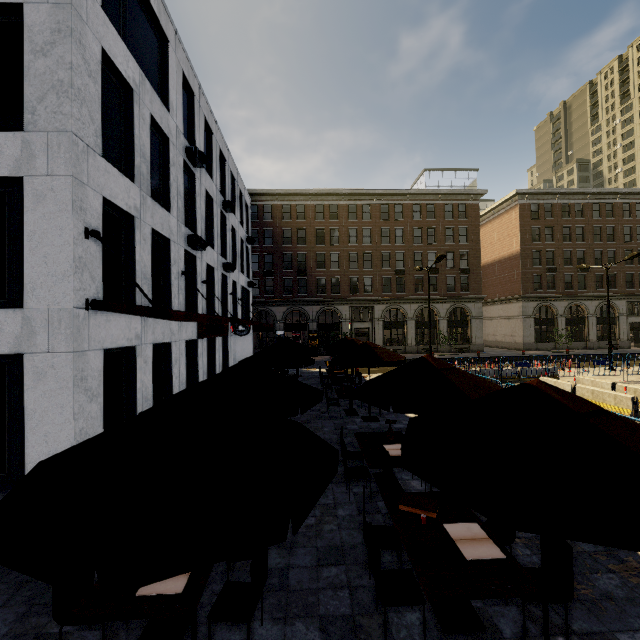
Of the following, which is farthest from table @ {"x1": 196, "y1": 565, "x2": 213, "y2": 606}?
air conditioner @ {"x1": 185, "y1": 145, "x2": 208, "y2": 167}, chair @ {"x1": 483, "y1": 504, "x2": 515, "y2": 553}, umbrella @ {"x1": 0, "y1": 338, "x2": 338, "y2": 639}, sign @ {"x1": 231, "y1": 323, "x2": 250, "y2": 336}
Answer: sign @ {"x1": 231, "y1": 323, "x2": 250, "y2": 336}

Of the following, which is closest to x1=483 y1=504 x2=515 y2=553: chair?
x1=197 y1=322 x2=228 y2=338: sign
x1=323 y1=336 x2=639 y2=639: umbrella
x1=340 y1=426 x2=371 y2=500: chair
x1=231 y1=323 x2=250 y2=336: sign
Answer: x1=323 y1=336 x2=639 y2=639: umbrella

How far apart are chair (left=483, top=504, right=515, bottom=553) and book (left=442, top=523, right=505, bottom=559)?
0.5 meters

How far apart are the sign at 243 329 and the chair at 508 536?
19.11m

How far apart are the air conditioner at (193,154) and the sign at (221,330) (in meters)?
7.15

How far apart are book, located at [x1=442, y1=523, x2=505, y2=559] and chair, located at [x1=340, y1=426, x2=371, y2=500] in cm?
237

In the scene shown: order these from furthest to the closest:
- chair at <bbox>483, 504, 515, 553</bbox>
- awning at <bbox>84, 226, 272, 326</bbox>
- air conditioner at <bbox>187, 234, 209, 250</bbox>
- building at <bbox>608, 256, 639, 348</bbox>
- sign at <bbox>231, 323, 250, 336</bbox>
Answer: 1. building at <bbox>608, 256, 639, 348</bbox>
2. sign at <bbox>231, 323, 250, 336</bbox>
3. air conditioner at <bbox>187, 234, 209, 250</bbox>
4. awning at <bbox>84, 226, 272, 326</bbox>
5. chair at <bbox>483, 504, 515, 553</bbox>

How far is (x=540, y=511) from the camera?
2.1m
